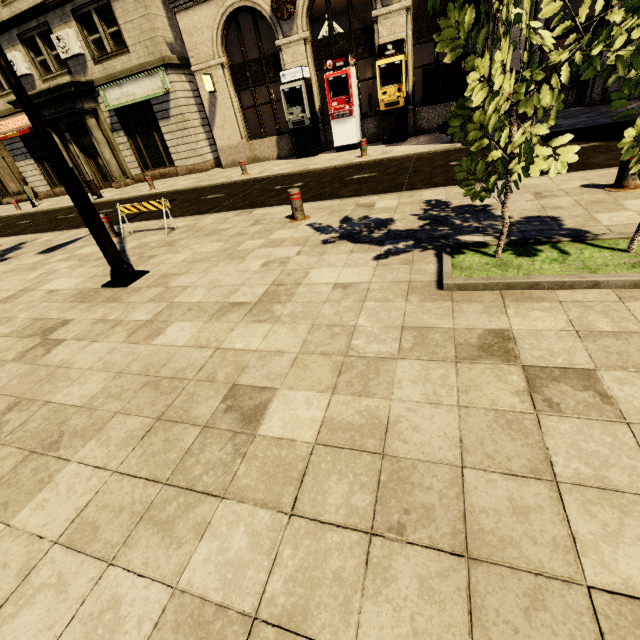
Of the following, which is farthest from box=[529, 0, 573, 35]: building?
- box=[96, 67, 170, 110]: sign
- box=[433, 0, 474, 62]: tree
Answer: box=[433, 0, 474, 62]: tree

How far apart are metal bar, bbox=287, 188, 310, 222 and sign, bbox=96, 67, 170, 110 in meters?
14.3 m

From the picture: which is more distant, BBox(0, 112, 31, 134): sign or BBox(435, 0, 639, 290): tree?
BBox(0, 112, 31, 134): sign

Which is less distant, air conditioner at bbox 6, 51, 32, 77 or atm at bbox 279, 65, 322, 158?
atm at bbox 279, 65, 322, 158

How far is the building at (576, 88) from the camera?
11.23m

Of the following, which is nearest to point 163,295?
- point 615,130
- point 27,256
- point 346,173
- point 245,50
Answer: point 27,256

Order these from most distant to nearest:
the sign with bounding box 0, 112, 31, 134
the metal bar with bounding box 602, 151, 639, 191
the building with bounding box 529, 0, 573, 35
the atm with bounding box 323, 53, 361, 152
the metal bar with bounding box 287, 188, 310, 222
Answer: the sign with bounding box 0, 112, 31, 134 → the atm with bounding box 323, 53, 361, 152 → the building with bounding box 529, 0, 573, 35 → the metal bar with bounding box 287, 188, 310, 222 → the metal bar with bounding box 602, 151, 639, 191

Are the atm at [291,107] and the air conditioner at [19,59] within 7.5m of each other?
no
